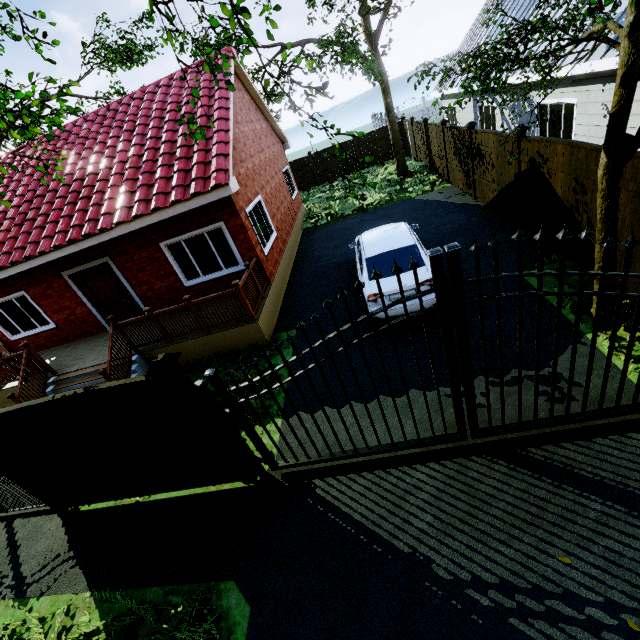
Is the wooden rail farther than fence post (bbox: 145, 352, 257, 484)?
Yes

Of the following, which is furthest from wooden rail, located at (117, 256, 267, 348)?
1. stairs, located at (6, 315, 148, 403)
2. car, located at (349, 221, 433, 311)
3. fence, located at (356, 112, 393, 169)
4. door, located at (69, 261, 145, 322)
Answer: fence, located at (356, 112, 393, 169)

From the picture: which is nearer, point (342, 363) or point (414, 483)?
point (414, 483)

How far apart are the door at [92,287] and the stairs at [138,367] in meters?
1.9

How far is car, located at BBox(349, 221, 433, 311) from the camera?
6.6 meters

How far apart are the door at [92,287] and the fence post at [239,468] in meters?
7.0 m

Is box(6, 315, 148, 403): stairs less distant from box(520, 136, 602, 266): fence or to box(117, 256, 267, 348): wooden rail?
box(117, 256, 267, 348): wooden rail

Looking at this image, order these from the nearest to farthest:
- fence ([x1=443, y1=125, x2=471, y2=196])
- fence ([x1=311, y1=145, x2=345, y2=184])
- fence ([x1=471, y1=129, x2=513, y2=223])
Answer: fence ([x1=471, y1=129, x2=513, y2=223]) < fence ([x1=443, y1=125, x2=471, y2=196]) < fence ([x1=311, y1=145, x2=345, y2=184])
